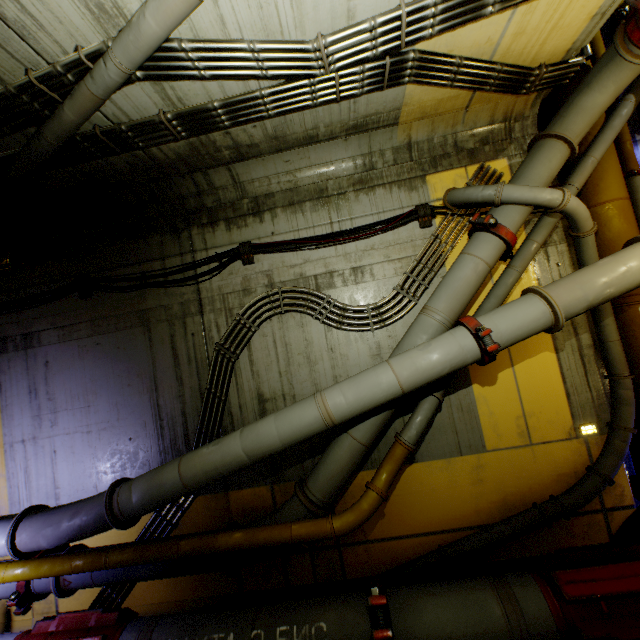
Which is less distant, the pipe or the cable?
the pipe

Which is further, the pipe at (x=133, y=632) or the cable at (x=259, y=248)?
the cable at (x=259, y=248)

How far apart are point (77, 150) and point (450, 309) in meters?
5.4
